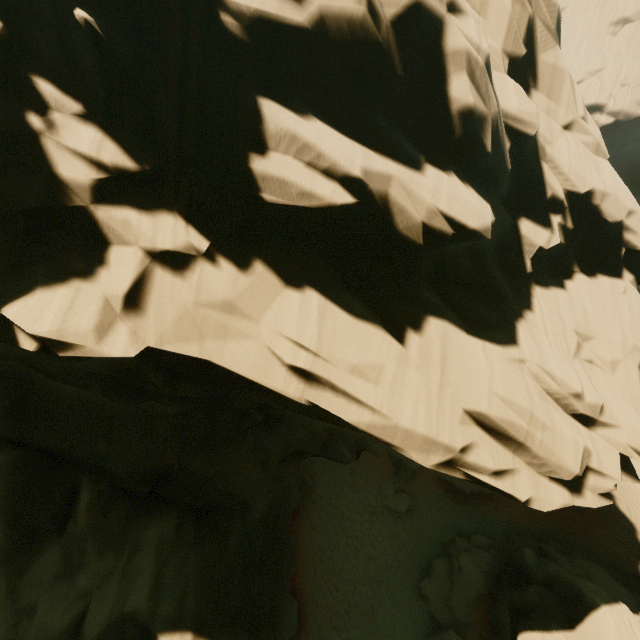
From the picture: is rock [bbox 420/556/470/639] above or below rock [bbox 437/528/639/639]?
below

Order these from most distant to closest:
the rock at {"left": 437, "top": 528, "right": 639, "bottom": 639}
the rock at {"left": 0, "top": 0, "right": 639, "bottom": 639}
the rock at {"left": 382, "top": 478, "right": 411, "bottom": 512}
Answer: the rock at {"left": 382, "top": 478, "right": 411, "bottom": 512} → the rock at {"left": 437, "top": 528, "right": 639, "bottom": 639} → the rock at {"left": 0, "top": 0, "right": 639, "bottom": 639}

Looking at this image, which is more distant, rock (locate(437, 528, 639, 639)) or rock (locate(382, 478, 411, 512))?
rock (locate(382, 478, 411, 512))

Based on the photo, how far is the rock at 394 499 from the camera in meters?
20.5

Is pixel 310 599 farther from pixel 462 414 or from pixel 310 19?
pixel 310 19

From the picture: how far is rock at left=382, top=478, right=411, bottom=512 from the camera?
20.5m

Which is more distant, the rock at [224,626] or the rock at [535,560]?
the rock at [535,560]
